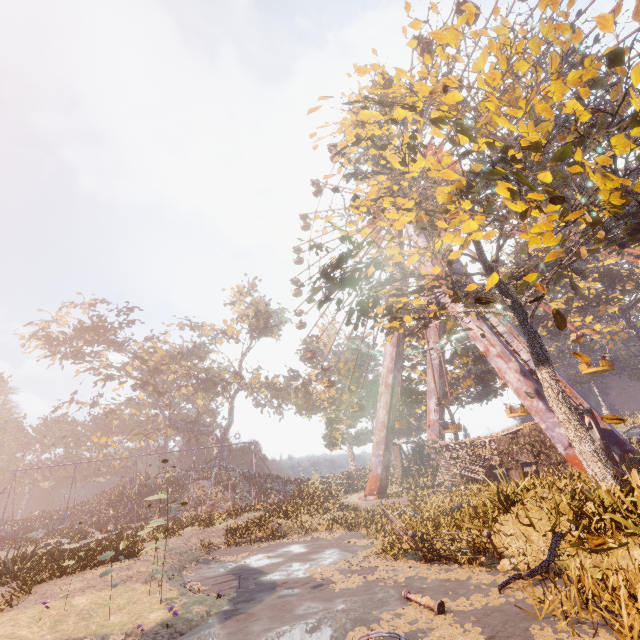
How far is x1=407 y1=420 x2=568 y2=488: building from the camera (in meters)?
19.58

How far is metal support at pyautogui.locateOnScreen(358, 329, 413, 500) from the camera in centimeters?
2541cm

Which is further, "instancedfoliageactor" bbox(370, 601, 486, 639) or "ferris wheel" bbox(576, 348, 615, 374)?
"ferris wheel" bbox(576, 348, 615, 374)

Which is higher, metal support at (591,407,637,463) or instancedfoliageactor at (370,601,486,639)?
metal support at (591,407,637,463)

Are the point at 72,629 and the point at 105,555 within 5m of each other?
yes

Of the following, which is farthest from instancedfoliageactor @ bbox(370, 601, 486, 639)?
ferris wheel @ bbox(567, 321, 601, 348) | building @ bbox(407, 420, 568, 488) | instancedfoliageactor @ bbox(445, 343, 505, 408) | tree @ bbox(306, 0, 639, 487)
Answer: instancedfoliageactor @ bbox(445, 343, 505, 408)

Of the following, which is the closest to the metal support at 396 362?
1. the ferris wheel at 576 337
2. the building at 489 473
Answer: the ferris wheel at 576 337

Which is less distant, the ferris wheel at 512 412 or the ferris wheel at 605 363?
the ferris wheel at 605 363
